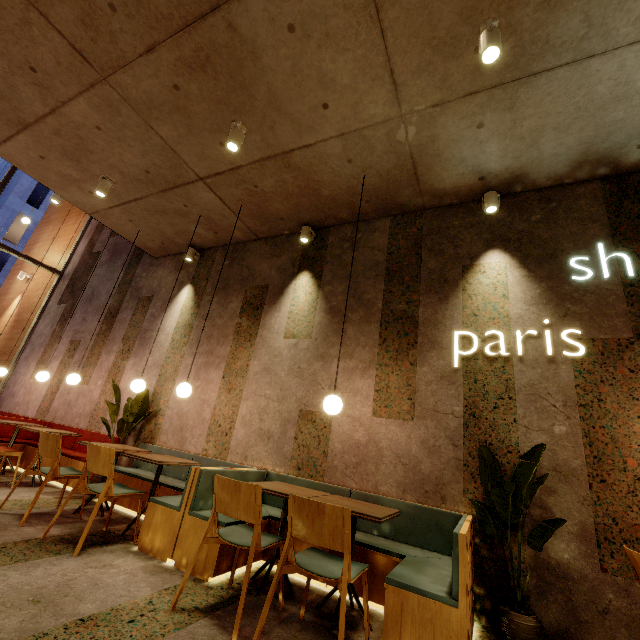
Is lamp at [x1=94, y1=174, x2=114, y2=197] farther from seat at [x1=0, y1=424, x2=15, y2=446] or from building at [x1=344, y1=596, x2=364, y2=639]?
seat at [x1=0, y1=424, x2=15, y2=446]

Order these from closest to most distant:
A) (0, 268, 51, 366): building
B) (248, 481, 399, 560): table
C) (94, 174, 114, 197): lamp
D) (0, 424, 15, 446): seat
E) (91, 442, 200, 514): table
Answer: (248, 481, 399, 560): table → (91, 442, 200, 514): table → (94, 174, 114, 197): lamp → (0, 424, 15, 446): seat → (0, 268, 51, 366): building

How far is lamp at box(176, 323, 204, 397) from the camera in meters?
4.0 m

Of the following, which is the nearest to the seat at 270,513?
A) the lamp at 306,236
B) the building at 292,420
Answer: the building at 292,420

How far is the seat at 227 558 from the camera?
2.7m

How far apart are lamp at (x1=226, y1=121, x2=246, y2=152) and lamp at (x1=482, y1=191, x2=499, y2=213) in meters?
3.1 m

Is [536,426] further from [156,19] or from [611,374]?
[156,19]

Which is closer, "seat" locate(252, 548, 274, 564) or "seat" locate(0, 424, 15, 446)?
"seat" locate(252, 548, 274, 564)
